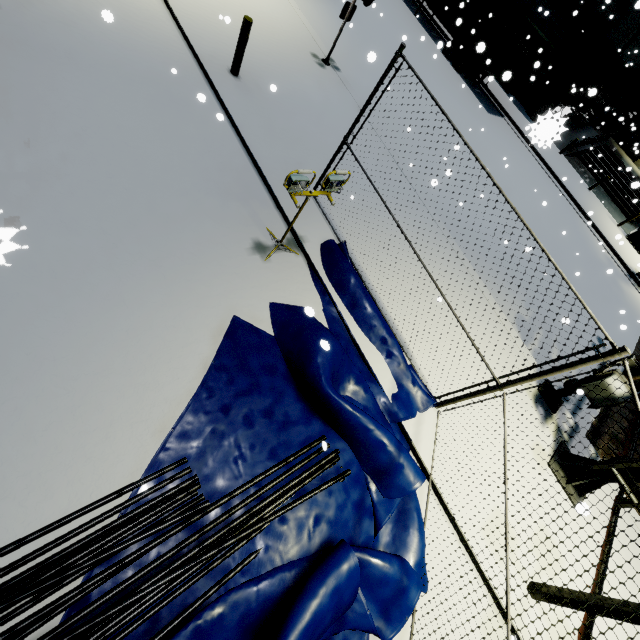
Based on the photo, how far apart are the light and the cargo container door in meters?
19.4

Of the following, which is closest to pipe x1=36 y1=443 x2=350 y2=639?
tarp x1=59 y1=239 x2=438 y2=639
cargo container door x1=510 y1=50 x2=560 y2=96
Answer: tarp x1=59 y1=239 x2=438 y2=639

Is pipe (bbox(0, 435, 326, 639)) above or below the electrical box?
below

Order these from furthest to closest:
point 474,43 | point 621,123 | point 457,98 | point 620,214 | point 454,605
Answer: point 621,123, point 620,214, point 474,43, point 457,98, point 454,605

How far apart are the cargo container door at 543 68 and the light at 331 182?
19.44m

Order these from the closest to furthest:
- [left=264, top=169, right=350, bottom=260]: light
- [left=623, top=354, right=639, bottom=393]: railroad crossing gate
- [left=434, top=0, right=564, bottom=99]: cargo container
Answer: [left=264, top=169, right=350, bottom=260]: light
[left=623, top=354, right=639, bottom=393]: railroad crossing gate
[left=434, top=0, right=564, bottom=99]: cargo container

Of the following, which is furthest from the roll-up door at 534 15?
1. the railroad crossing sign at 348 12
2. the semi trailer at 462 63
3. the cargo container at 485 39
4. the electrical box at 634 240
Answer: the railroad crossing sign at 348 12

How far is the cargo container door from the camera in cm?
1662
